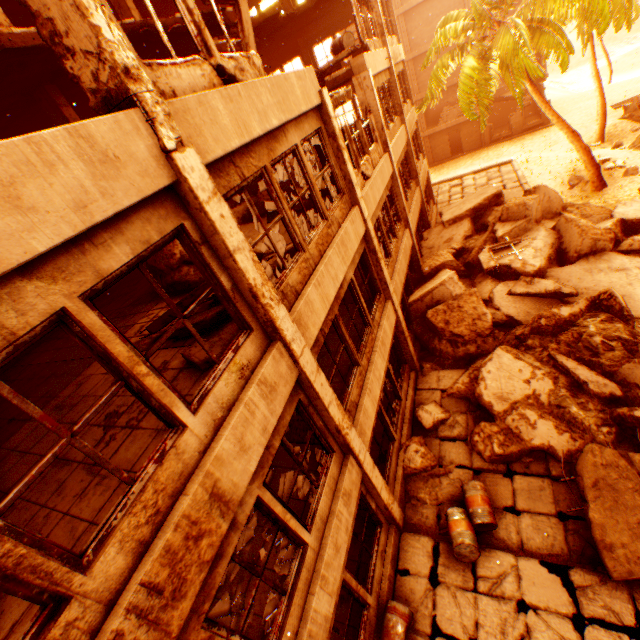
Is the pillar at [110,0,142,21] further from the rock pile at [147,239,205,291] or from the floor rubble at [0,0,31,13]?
the rock pile at [147,239,205,291]

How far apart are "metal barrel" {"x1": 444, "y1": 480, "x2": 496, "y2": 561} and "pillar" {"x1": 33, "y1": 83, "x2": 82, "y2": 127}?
13.04m

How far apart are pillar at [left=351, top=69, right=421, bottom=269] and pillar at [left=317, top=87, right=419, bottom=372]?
4.5 meters

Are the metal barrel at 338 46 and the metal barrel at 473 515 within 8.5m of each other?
no

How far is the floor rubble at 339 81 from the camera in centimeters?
826cm

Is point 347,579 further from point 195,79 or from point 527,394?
point 195,79

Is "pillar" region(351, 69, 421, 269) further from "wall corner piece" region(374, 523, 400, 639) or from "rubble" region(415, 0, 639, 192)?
"wall corner piece" region(374, 523, 400, 639)

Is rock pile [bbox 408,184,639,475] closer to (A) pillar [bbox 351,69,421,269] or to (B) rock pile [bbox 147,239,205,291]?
(A) pillar [bbox 351,69,421,269]
